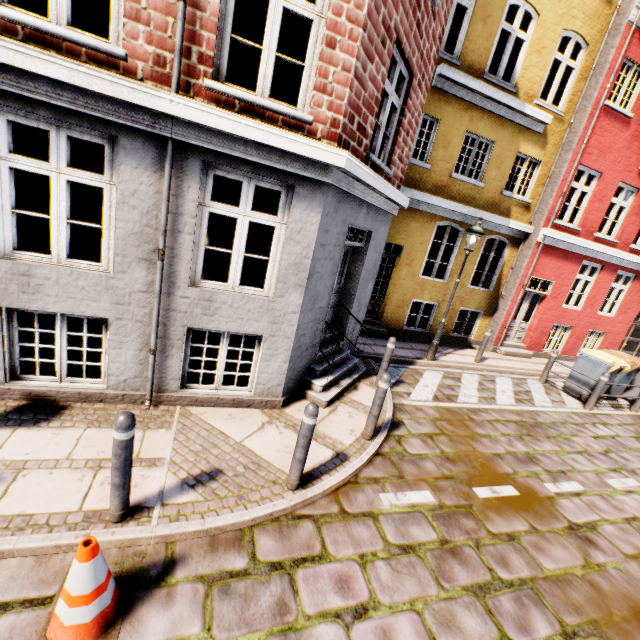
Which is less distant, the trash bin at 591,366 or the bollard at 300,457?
the bollard at 300,457

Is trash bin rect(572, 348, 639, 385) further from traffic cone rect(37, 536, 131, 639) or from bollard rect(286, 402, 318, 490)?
traffic cone rect(37, 536, 131, 639)

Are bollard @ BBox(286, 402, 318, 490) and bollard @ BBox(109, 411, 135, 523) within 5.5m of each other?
yes

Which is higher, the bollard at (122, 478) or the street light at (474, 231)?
the street light at (474, 231)

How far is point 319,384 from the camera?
5.62m

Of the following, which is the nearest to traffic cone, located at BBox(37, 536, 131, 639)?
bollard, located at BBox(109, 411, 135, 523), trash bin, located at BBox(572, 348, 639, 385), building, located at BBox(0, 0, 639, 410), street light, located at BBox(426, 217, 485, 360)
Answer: bollard, located at BBox(109, 411, 135, 523)

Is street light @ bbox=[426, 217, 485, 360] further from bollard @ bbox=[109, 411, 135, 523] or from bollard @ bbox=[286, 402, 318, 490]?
bollard @ bbox=[109, 411, 135, 523]
